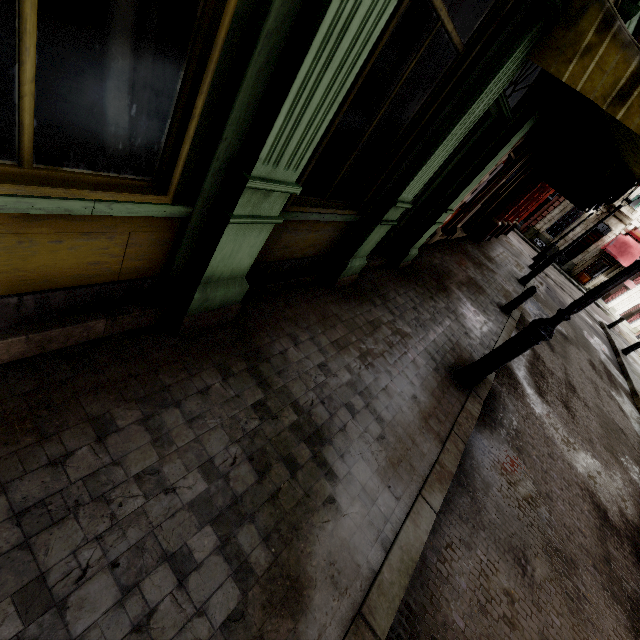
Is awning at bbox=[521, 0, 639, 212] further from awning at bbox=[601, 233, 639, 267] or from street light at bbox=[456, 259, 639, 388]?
awning at bbox=[601, 233, 639, 267]

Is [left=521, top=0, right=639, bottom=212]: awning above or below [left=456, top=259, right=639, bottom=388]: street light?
above

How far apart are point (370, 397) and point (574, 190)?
9.70m

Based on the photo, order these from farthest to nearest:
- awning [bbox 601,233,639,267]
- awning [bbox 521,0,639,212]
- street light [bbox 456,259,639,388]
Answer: awning [bbox 601,233,639,267], street light [bbox 456,259,639,388], awning [bbox 521,0,639,212]

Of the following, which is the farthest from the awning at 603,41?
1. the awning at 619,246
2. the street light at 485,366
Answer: the awning at 619,246

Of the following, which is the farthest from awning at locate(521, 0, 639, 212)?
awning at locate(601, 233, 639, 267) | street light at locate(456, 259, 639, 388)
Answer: awning at locate(601, 233, 639, 267)

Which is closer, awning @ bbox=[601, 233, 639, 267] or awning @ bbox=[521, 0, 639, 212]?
awning @ bbox=[521, 0, 639, 212]

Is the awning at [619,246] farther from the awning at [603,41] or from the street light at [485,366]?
the street light at [485,366]
